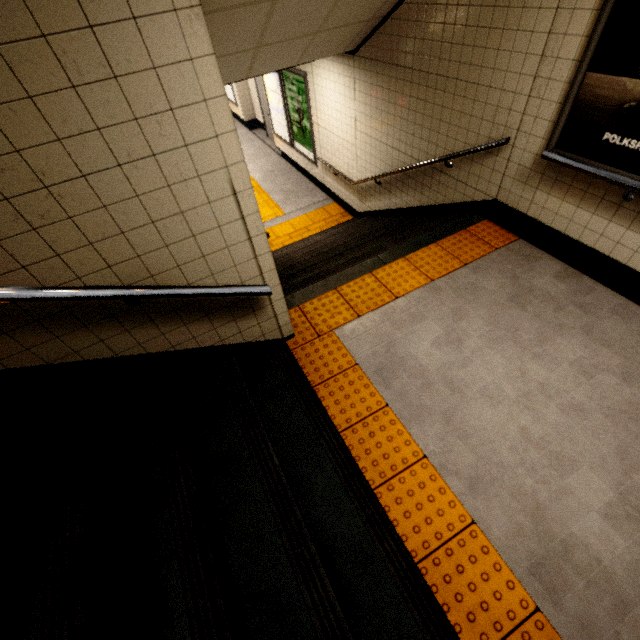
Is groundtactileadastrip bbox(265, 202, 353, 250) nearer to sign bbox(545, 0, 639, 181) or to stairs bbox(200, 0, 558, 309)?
stairs bbox(200, 0, 558, 309)

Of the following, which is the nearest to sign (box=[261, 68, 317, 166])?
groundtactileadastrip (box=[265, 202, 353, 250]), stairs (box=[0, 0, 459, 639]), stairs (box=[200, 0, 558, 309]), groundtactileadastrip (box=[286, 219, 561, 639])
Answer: groundtactileadastrip (box=[265, 202, 353, 250])

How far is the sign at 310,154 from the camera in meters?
6.6

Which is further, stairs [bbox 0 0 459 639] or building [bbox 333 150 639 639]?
building [bbox 333 150 639 639]

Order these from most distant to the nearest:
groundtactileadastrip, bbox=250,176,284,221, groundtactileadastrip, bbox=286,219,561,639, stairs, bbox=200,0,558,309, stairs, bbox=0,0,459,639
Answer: groundtactileadastrip, bbox=250,176,284,221 → stairs, bbox=200,0,558,309 → groundtactileadastrip, bbox=286,219,561,639 → stairs, bbox=0,0,459,639

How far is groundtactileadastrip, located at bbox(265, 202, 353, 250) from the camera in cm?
696

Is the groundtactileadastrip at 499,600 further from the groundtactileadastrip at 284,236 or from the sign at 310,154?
the sign at 310,154

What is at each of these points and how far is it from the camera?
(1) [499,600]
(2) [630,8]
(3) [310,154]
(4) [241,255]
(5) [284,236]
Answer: (1) groundtactileadastrip, 1.8m
(2) sign, 2.1m
(3) sign, 7.6m
(4) stairs, 2.0m
(5) groundtactileadastrip, 7.1m
